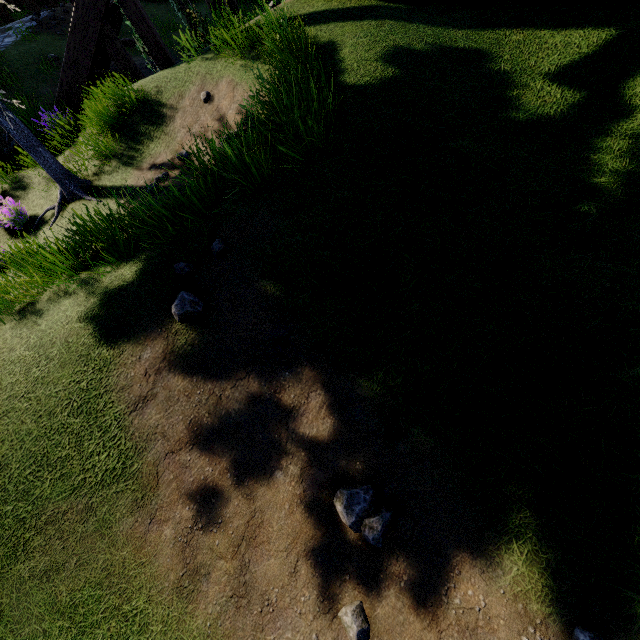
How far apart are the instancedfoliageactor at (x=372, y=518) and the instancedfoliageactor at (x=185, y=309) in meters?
2.1

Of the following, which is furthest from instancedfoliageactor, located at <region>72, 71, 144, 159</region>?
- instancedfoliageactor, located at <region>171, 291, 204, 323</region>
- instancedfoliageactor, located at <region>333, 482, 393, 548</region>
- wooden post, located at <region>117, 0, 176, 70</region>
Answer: instancedfoliageactor, located at <region>333, 482, 393, 548</region>

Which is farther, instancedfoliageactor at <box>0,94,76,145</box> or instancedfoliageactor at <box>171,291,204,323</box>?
instancedfoliageactor at <box>0,94,76,145</box>

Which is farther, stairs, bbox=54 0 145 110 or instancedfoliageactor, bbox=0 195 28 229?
stairs, bbox=54 0 145 110

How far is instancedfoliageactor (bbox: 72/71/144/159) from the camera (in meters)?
6.05

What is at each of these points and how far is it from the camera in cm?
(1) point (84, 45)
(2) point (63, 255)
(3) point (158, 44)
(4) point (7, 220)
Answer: (1) stairs, 750
(2) instancedfoliageactor, 468
(3) wooden post, 679
(4) instancedfoliageactor, 642

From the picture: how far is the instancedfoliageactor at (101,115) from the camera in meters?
6.1

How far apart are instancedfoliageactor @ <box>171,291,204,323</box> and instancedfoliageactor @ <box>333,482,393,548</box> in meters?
2.1 m
